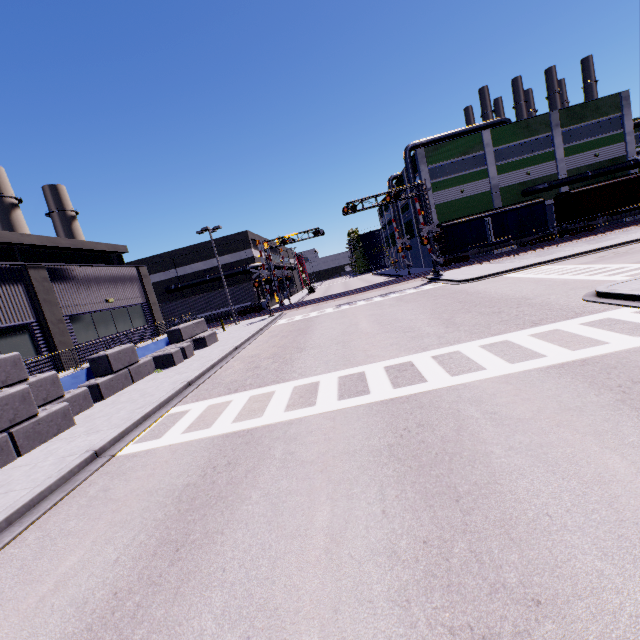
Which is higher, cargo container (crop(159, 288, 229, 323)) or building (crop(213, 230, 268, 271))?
building (crop(213, 230, 268, 271))

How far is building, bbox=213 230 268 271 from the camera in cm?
4272

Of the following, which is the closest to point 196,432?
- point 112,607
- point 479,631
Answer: point 112,607

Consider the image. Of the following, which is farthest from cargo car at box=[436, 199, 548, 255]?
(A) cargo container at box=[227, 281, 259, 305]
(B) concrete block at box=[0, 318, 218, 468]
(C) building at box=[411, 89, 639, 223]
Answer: (A) cargo container at box=[227, 281, 259, 305]

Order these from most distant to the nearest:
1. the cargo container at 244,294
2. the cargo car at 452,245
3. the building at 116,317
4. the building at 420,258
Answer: the building at 420,258 → the cargo container at 244,294 → the cargo car at 452,245 → the building at 116,317

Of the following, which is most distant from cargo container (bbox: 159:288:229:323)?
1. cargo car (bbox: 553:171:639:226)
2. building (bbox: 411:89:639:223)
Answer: cargo car (bbox: 553:171:639:226)

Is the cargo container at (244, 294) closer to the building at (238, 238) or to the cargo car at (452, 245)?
the building at (238, 238)

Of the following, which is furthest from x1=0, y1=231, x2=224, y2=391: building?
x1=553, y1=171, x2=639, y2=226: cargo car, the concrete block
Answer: x1=553, y1=171, x2=639, y2=226: cargo car
